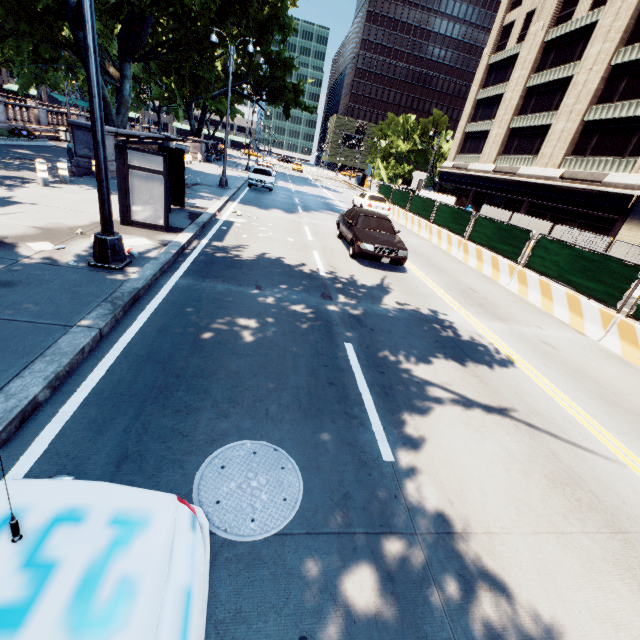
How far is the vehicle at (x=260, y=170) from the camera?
22.9 meters

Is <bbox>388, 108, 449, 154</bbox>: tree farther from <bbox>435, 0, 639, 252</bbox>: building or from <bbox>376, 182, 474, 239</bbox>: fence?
<bbox>376, 182, 474, 239</bbox>: fence

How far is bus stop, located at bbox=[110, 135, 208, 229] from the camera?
8.2 meters

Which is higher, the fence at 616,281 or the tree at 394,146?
the tree at 394,146

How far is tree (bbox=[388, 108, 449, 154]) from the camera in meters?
57.0

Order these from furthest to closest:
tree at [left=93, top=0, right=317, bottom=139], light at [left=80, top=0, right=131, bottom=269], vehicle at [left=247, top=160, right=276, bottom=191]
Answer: vehicle at [left=247, top=160, right=276, bottom=191] < tree at [left=93, top=0, right=317, bottom=139] < light at [left=80, top=0, right=131, bottom=269]

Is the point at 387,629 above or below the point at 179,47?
below

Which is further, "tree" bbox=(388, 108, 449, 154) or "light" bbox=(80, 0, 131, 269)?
"tree" bbox=(388, 108, 449, 154)
